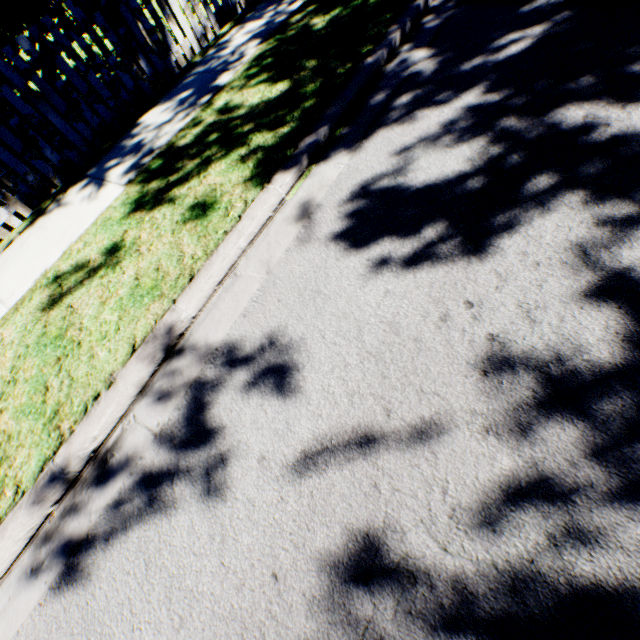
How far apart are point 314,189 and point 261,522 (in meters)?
2.53

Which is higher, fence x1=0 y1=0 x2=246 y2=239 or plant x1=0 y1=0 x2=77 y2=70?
plant x1=0 y1=0 x2=77 y2=70

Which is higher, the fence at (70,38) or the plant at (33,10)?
the plant at (33,10)
